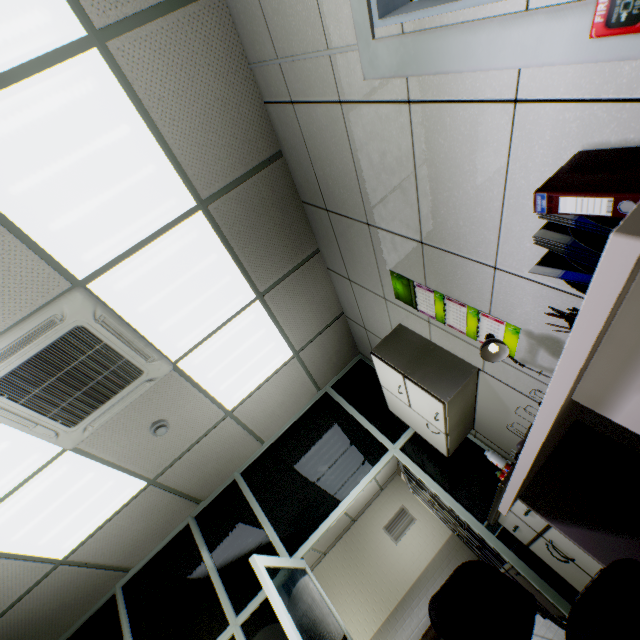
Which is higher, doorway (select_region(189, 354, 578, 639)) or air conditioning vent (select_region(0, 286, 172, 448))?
air conditioning vent (select_region(0, 286, 172, 448))

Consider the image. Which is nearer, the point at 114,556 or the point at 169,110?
the point at 169,110

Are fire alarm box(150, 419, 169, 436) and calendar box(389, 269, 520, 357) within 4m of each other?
yes

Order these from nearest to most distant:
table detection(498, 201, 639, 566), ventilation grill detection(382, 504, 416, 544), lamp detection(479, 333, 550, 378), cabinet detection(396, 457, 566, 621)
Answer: table detection(498, 201, 639, 566) < lamp detection(479, 333, 550, 378) < cabinet detection(396, 457, 566, 621) < ventilation grill detection(382, 504, 416, 544)

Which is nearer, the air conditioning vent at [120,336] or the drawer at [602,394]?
the drawer at [602,394]

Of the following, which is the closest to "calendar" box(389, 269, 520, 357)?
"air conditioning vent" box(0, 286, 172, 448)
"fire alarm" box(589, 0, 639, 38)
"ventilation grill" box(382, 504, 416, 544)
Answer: "fire alarm" box(589, 0, 639, 38)

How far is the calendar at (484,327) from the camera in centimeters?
202cm

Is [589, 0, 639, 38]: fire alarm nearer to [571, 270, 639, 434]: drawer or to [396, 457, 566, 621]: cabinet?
[571, 270, 639, 434]: drawer
